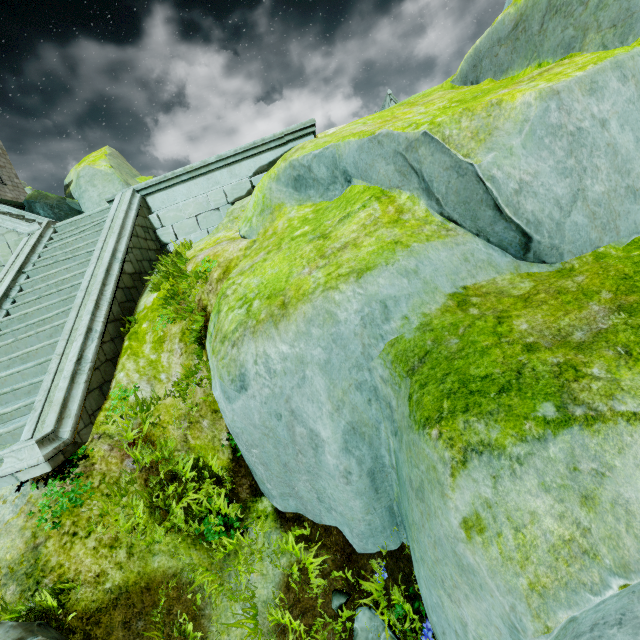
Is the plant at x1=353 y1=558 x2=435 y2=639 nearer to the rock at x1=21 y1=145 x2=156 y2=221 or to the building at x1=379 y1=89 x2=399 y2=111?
the rock at x1=21 y1=145 x2=156 y2=221

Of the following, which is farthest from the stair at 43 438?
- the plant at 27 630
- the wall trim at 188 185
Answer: the plant at 27 630

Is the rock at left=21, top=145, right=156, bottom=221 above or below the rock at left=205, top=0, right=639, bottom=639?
above

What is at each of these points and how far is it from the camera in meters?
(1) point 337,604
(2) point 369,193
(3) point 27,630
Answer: (1) plant, 3.4
(2) rock, 4.7
(3) plant, 2.8

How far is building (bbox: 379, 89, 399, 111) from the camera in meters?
28.7 m

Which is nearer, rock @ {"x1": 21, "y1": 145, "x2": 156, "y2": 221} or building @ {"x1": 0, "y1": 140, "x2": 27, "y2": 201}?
rock @ {"x1": 21, "y1": 145, "x2": 156, "y2": 221}

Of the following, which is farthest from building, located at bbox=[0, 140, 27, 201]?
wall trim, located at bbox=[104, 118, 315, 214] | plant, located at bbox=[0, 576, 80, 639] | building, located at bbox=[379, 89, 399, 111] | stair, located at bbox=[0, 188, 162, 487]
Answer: building, located at bbox=[379, 89, 399, 111]

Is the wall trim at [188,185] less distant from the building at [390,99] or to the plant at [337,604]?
the building at [390,99]
